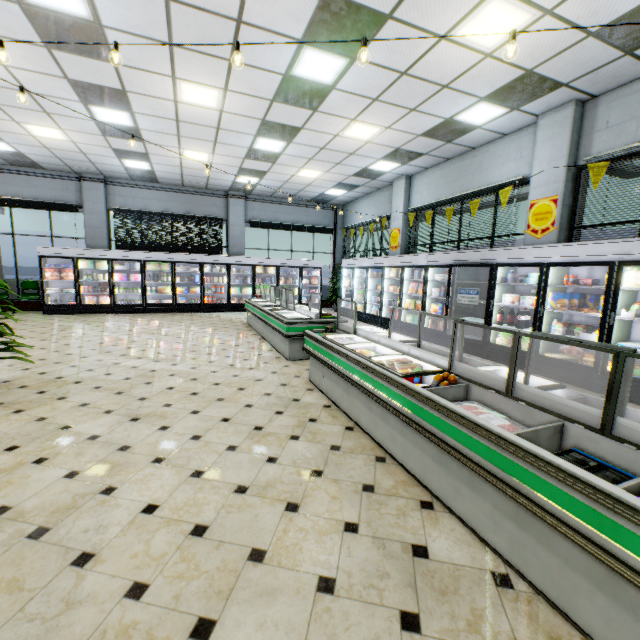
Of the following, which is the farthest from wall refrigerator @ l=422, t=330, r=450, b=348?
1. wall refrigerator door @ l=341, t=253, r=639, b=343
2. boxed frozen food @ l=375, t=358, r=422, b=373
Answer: boxed frozen food @ l=375, t=358, r=422, b=373

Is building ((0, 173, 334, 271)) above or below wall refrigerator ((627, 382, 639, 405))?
above

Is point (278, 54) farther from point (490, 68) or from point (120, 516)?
point (120, 516)

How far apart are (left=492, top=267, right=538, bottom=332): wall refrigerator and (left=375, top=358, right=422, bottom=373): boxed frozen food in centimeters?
365cm

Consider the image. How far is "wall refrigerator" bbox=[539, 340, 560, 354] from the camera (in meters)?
5.86

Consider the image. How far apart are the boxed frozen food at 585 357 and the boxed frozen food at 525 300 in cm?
104

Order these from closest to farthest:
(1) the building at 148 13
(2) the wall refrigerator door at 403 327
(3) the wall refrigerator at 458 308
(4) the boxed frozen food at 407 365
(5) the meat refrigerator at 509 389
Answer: (5) the meat refrigerator at 509 389
(4) the boxed frozen food at 407 365
(1) the building at 148 13
(3) the wall refrigerator at 458 308
(2) the wall refrigerator door at 403 327
